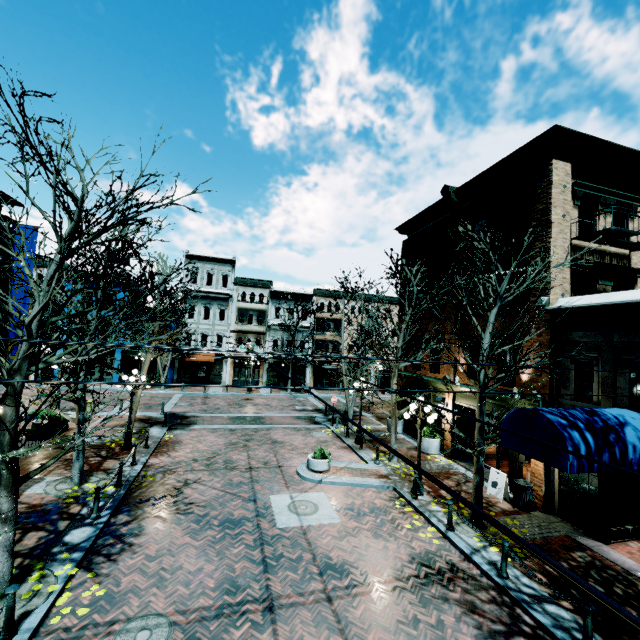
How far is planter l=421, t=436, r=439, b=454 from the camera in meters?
16.7

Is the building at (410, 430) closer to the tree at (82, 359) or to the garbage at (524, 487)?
the garbage at (524, 487)

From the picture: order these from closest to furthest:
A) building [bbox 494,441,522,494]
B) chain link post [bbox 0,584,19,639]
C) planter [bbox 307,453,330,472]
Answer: chain link post [bbox 0,584,19,639] → building [bbox 494,441,522,494] → planter [bbox 307,453,330,472]

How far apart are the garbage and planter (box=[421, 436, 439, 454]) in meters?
4.8

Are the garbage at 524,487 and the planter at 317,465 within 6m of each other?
no

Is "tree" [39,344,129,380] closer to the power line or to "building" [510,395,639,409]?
"building" [510,395,639,409]

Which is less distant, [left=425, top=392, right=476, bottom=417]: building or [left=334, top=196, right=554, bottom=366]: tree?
[left=334, top=196, right=554, bottom=366]: tree

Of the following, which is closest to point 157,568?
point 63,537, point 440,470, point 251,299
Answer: point 63,537
